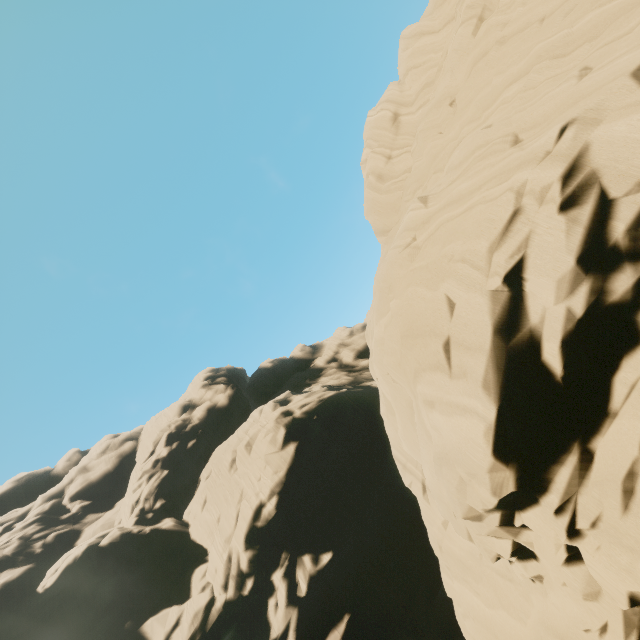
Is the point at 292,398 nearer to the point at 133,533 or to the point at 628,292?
the point at 133,533
